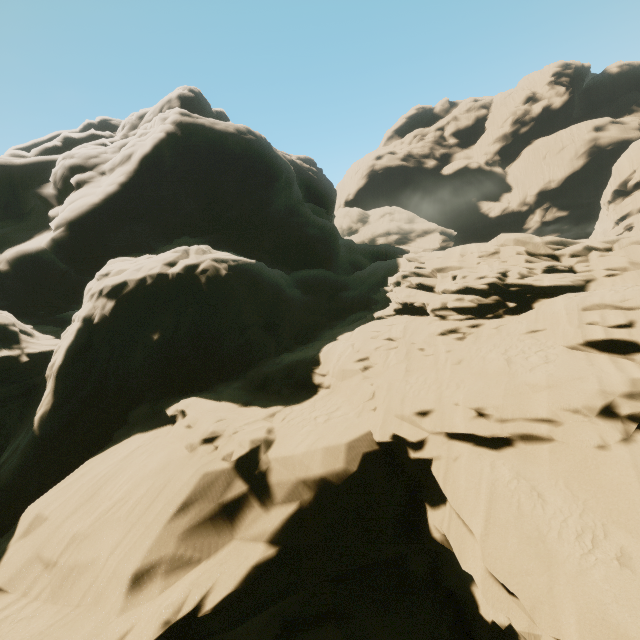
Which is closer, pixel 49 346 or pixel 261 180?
pixel 49 346
